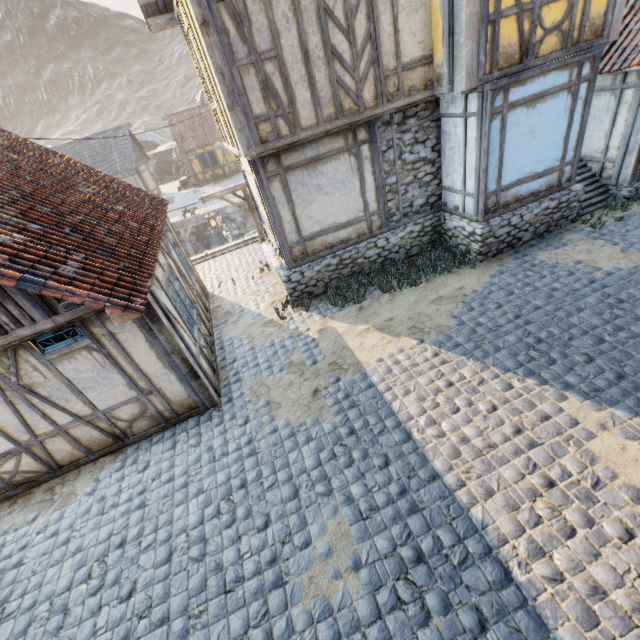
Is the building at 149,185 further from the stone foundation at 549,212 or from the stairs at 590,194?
the stairs at 590,194

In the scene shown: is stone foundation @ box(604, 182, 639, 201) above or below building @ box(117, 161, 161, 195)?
below

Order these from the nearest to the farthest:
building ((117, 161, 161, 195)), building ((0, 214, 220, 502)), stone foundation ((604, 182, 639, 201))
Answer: building ((0, 214, 220, 502)), stone foundation ((604, 182, 639, 201)), building ((117, 161, 161, 195))

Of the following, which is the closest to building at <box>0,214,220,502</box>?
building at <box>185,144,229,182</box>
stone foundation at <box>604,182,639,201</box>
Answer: stone foundation at <box>604,182,639,201</box>

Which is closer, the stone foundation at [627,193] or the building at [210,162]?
the stone foundation at [627,193]

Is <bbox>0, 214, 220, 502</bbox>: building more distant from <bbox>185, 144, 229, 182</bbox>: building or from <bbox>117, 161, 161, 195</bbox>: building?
<bbox>185, 144, 229, 182</bbox>: building

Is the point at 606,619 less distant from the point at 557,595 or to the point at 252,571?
the point at 557,595

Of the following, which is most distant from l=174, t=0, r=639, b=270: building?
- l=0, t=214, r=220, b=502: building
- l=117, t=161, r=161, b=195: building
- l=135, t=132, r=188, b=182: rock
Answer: l=135, t=132, r=188, b=182: rock
